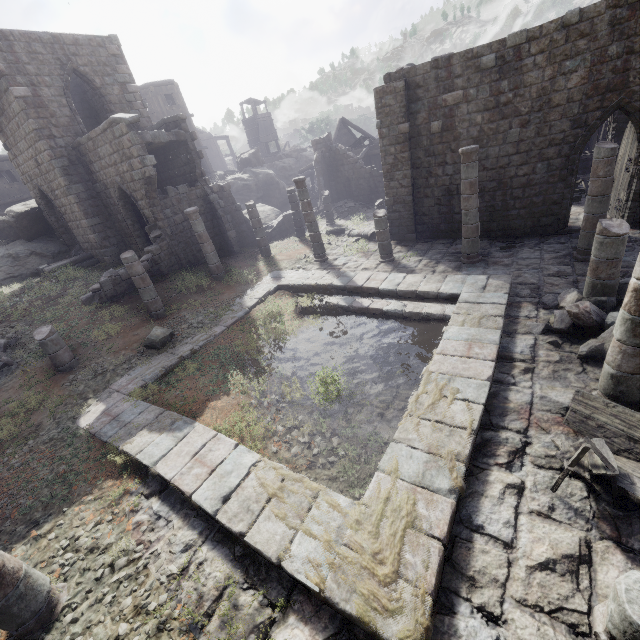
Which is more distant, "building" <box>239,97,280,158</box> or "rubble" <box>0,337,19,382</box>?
"building" <box>239,97,280,158</box>

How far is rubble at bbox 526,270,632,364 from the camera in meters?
6.6 m

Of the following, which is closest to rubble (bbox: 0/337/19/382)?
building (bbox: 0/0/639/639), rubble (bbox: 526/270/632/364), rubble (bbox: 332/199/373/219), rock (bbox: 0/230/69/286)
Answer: building (bbox: 0/0/639/639)

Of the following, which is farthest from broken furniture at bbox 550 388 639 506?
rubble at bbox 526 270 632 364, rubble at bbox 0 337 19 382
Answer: rubble at bbox 0 337 19 382

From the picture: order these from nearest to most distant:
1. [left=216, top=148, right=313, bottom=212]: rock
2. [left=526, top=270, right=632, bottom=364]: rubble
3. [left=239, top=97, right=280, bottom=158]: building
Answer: [left=526, top=270, right=632, bottom=364]: rubble, [left=216, top=148, right=313, bottom=212]: rock, [left=239, top=97, right=280, bottom=158]: building

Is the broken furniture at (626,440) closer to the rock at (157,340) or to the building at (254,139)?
the building at (254,139)

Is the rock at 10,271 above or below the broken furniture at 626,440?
above

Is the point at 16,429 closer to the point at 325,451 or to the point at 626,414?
the point at 325,451
